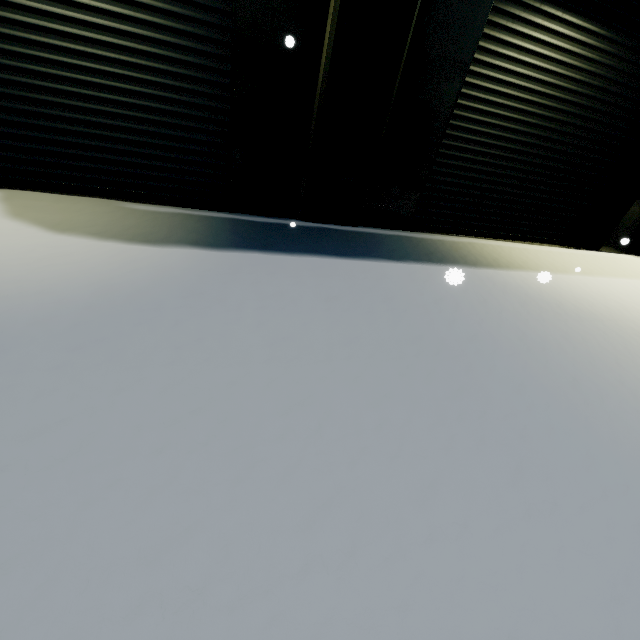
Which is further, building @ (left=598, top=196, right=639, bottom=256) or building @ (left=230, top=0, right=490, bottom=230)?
building @ (left=598, top=196, right=639, bottom=256)

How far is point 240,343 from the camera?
2.4 meters

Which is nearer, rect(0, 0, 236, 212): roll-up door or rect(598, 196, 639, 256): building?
rect(0, 0, 236, 212): roll-up door

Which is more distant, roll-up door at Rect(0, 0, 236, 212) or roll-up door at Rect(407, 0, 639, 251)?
roll-up door at Rect(407, 0, 639, 251)

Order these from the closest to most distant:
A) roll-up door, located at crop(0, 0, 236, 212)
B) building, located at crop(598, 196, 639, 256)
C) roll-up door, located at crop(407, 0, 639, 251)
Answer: roll-up door, located at crop(0, 0, 236, 212) → roll-up door, located at crop(407, 0, 639, 251) → building, located at crop(598, 196, 639, 256)

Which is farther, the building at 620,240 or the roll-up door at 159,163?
the building at 620,240
